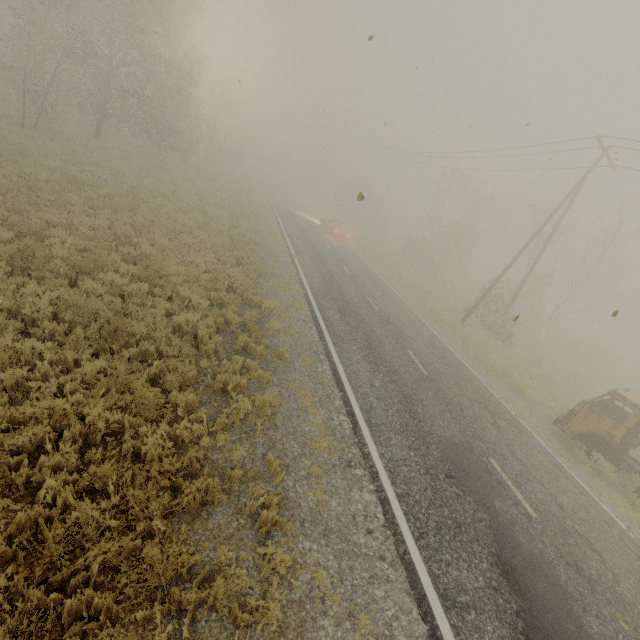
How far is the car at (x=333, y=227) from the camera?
29.5 meters

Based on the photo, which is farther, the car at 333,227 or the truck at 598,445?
the car at 333,227

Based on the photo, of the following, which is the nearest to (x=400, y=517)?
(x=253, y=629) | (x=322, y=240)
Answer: (x=253, y=629)

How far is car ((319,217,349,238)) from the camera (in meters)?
29.48

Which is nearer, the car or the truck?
the truck
